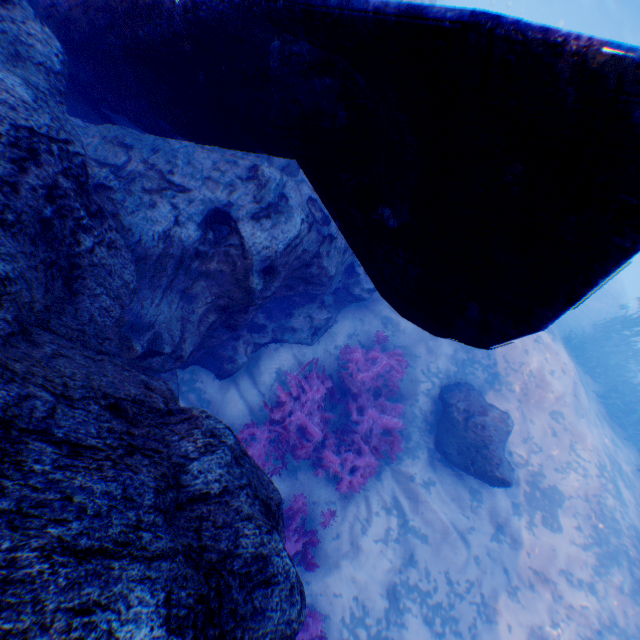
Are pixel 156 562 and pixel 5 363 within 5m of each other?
yes

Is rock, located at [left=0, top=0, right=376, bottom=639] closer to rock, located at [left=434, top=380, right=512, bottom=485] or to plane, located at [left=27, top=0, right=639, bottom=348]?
plane, located at [left=27, top=0, right=639, bottom=348]

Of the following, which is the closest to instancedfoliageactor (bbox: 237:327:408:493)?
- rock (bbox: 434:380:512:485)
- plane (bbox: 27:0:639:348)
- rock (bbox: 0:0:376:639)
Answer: rock (bbox: 0:0:376:639)

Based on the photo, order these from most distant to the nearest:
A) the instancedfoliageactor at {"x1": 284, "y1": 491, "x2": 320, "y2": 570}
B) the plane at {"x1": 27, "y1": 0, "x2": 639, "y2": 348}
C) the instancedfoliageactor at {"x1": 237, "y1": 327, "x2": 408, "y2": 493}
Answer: the instancedfoliageactor at {"x1": 237, "y1": 327, "x2": 408, "y2": 493} < the instancedfoliageactor at {"x1": 284, "y1": 491, "x2": 320, "y2": 570} < the plane at {"x1": 27, "y1": 0, "x2": 639, "y2": 348}

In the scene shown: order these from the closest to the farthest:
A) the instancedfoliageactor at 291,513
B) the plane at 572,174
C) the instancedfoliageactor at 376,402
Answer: the plane at 572,174 → the instancedfoliageactor at 291,513 → the instancedfoliageactor at 376,402

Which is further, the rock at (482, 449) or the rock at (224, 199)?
the rock at (482, 449)

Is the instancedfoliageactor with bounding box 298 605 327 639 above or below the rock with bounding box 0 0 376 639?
below

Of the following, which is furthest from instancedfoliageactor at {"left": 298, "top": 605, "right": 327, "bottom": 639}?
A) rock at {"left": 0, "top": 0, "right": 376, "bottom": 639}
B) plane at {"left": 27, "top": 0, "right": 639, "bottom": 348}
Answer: plane at {"left": 27, "top": 0, "right": 639, "bottom": 348}
